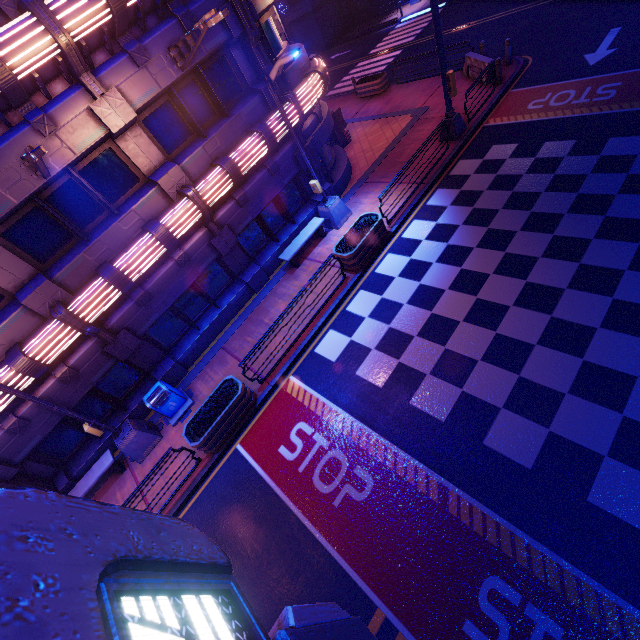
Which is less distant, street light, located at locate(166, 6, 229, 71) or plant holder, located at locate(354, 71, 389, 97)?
street light, located at locate(166, 6, 229, 71)

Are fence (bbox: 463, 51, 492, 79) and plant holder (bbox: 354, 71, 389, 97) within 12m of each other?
yes

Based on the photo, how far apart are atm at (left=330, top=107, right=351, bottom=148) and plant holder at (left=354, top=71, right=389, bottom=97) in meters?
5.0

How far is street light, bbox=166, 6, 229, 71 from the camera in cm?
714

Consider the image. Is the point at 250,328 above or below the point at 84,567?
below

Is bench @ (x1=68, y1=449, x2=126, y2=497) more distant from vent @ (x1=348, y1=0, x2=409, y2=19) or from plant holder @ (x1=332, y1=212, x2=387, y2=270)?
vent @ (x1=348, y1=0, x2=409, y2=19)

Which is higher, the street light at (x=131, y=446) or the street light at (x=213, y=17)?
the street light at (x=213, y=17)

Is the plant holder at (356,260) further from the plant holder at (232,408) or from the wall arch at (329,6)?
the wall arch at (329,6)
